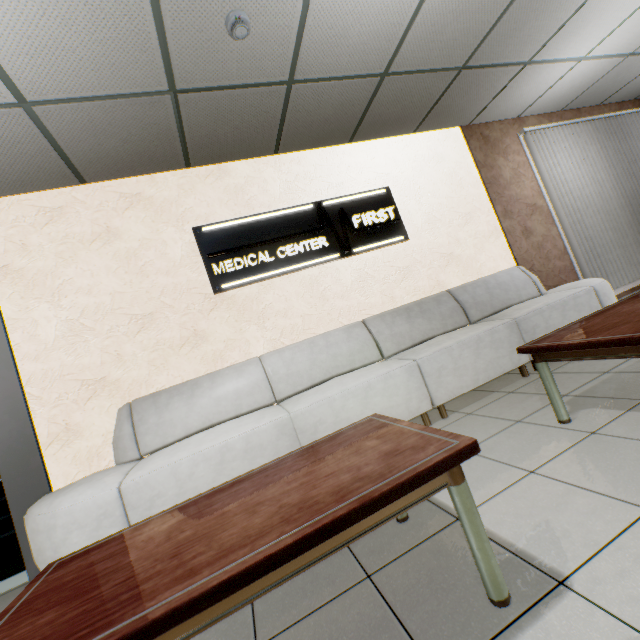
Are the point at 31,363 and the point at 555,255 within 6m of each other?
no

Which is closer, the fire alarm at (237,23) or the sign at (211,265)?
the fire alarm at (237,23)

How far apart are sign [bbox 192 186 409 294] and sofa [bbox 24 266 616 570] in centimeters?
75cm

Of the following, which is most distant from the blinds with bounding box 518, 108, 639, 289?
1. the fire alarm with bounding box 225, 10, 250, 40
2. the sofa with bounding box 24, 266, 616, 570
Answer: the fire alarm with bounding box 225, 10, 250, 40

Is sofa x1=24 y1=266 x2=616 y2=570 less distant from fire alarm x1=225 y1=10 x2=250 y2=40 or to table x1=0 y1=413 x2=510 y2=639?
table x1=0 y1=413 x2=510 y2=639

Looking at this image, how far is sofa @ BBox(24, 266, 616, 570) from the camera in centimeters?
213cm

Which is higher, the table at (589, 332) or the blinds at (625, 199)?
the blinds at (625, 199)

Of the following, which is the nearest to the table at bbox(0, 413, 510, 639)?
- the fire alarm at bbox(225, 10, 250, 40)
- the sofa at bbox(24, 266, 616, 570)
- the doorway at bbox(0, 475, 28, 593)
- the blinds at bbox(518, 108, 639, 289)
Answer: the sofa at bbox(24, 266, 616, 570)
